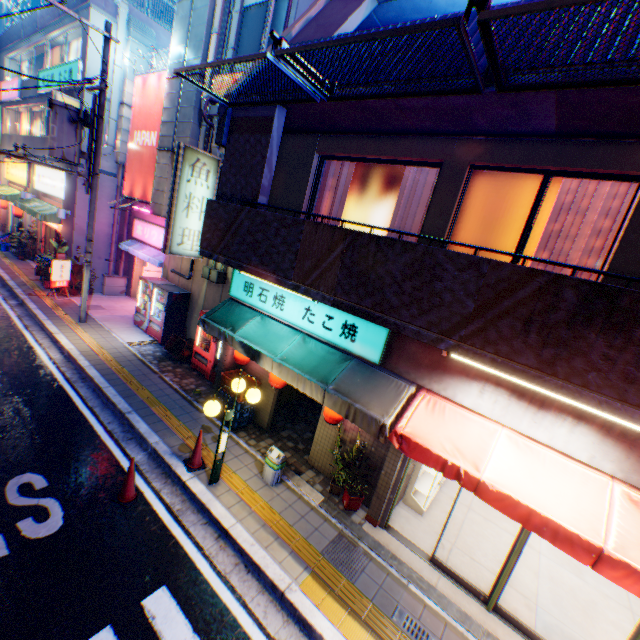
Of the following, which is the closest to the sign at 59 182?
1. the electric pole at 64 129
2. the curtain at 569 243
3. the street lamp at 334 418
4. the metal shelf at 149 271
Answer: the electric pole at 64 129

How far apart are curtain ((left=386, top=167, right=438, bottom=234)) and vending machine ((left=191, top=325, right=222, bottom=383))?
4.9m

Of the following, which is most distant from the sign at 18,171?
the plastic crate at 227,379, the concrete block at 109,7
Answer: the plastic crate at 227,379

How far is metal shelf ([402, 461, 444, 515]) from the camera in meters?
7.0 m

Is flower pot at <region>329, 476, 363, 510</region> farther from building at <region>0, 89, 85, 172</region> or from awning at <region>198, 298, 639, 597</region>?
building at <region>0, 89, 85, 172</region>

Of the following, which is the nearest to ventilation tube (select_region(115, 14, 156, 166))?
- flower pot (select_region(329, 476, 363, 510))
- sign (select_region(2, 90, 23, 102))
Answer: sign (select_region(2, 90, 23, 102))

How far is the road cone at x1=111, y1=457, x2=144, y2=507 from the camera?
5.8 meters

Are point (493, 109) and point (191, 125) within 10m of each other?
no
